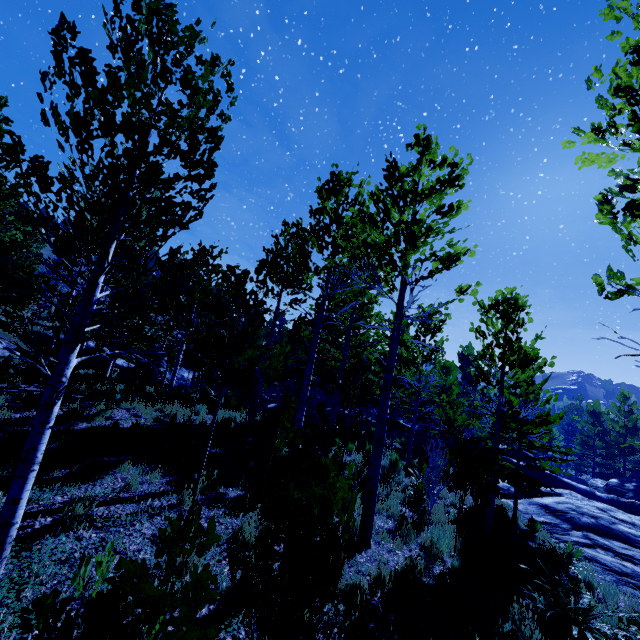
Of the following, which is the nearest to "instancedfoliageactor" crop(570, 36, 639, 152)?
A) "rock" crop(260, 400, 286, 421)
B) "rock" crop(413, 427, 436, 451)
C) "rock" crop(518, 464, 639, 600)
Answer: "rock" crop(260, 400, 286, 421)

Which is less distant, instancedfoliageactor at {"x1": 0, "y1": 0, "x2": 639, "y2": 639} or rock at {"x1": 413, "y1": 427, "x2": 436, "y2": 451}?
instancedfoliageactor at {"x1": 0, "y1": 0, "x2": 639, "y2": 639}

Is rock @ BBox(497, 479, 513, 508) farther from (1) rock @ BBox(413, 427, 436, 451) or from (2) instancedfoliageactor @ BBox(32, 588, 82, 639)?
(1) rock @ BBox(413, 427, 436, 451)

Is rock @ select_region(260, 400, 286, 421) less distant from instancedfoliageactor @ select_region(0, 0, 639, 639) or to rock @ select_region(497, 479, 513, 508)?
instancedfoliageactor @ select_region(0, 0, 639, 639)

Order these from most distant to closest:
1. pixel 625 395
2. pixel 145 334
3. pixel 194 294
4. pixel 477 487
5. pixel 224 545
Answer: pixel 625 395
pixel 194 294
pixel 477 487
pixel 224 545
pixel 145 334

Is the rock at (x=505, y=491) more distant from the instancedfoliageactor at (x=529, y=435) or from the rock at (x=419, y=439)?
the rock at (x=419, y=439)

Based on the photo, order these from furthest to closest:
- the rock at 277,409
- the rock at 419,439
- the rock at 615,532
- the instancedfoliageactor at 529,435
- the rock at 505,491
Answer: the rock at 419,439 < the rock at 277,409 < the rock at 505,491 < the rock at 615,532 < the instancedfoliageactor at 529,435
